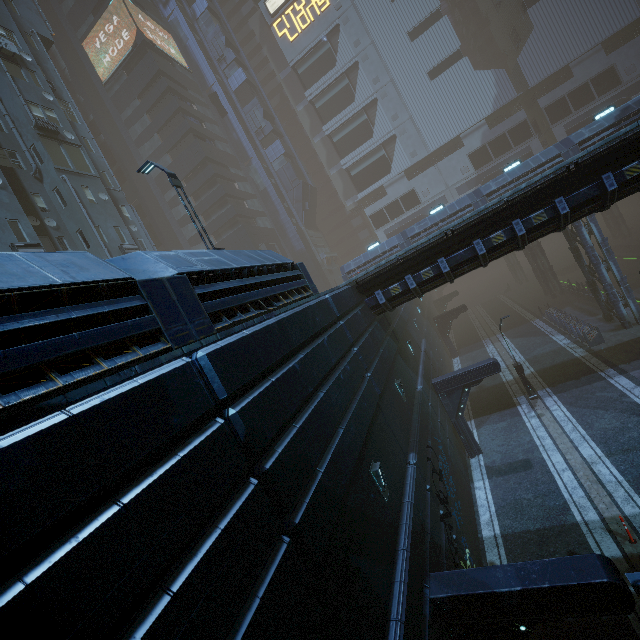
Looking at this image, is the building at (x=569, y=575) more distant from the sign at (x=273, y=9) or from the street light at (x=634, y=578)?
the street light at (x=634, y=578)

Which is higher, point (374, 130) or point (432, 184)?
point (374, 130)

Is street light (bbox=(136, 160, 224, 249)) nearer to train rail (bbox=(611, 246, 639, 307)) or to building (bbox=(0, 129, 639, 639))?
building (bbox=(0, 129, 639, 639))

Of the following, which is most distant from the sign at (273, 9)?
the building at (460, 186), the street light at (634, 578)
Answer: the street light at (634, 578)

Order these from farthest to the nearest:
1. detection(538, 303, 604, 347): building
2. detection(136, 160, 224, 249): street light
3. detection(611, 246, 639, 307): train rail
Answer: detection(611, 246, 639, 307): train rail → detection(538, 303, 604, 347): building → detection(136, 160, 224, 249): street light

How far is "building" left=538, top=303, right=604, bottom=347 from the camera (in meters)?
22.97
